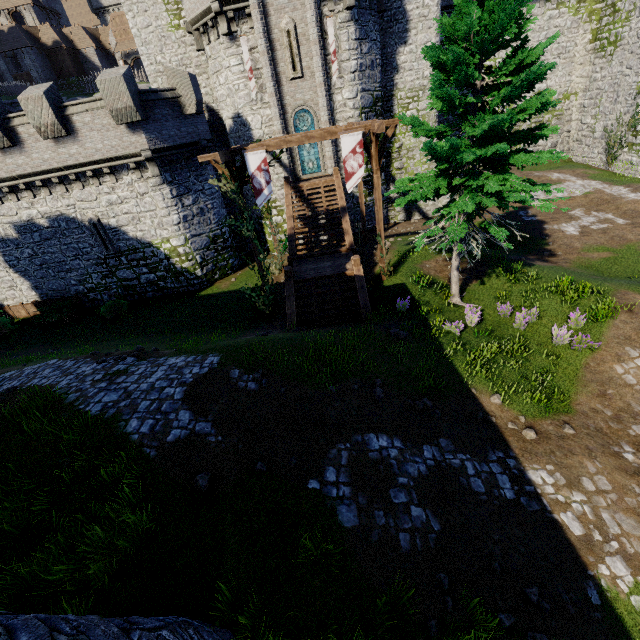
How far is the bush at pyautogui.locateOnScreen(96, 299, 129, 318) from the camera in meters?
19.6

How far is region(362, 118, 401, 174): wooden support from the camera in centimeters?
1215cm

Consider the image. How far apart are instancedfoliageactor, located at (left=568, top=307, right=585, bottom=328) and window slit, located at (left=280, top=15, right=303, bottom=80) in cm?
1889

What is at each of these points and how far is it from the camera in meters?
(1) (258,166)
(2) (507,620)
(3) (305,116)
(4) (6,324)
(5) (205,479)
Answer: (1) flag, 12.5 m
(2) instancedfoliageactor, 5.1 m
(3) window glass, 20.3 m
(4) bush, 20.7 m
(5) instancedfoliageactor, 6.2 m

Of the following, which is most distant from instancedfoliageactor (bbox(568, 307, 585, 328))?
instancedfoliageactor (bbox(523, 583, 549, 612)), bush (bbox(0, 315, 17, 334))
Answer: bush (bbox(0, 315, 17, 334))

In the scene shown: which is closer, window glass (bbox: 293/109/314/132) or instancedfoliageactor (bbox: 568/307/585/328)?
instancedfoliageactor (bbox: 568/307/585/328)

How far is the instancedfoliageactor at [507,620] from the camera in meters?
4.8 m

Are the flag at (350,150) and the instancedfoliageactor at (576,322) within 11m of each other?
yes
